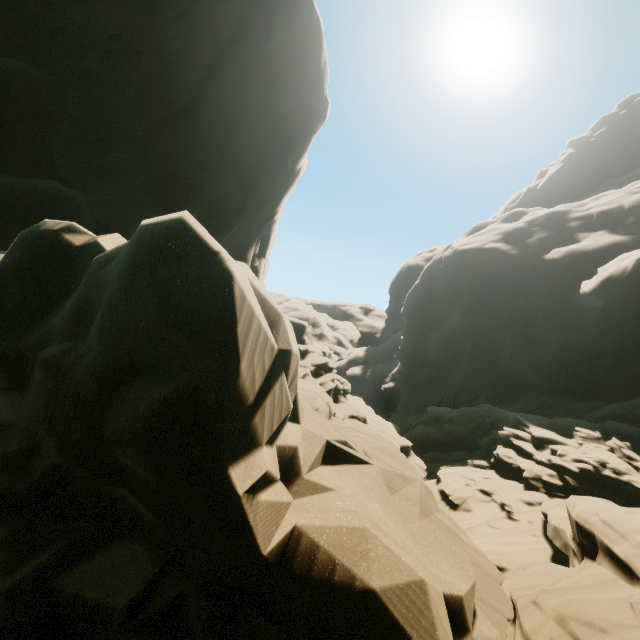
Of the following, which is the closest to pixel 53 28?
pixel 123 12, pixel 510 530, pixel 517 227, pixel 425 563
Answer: pixel 123 12
